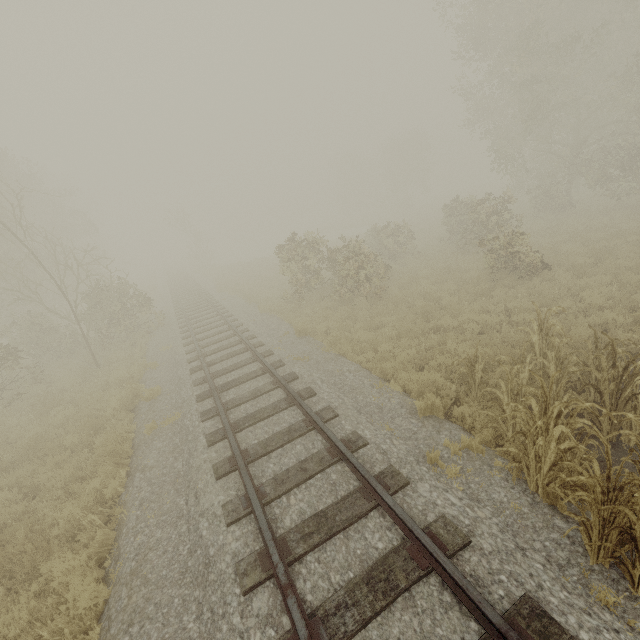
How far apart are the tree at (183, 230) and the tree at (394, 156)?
31.3 meters

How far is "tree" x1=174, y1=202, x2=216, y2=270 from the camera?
40.2m

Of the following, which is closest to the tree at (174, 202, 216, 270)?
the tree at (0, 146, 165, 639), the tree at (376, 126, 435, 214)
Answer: the tree at (0, 146, 165, 639)

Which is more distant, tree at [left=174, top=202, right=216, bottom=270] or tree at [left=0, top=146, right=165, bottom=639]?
tree at [left=174, top=202, right=216, bottom=270]

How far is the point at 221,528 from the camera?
4.62m

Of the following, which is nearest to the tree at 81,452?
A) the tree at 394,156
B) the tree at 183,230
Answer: the tree at 183,230

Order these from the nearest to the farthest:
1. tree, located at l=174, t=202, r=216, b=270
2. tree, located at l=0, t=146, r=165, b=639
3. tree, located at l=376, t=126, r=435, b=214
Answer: tree, located at l=0, t=146, r=165, b=639 < tree, located at l=174, t=202, r=216, b=270 < tree, located at l=376, t=126, r=435, b=214

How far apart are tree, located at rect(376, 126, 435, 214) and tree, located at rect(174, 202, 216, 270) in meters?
31.3
